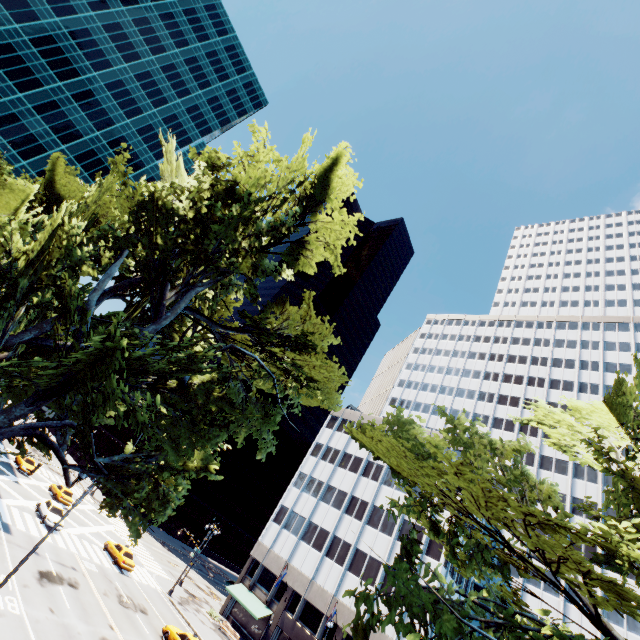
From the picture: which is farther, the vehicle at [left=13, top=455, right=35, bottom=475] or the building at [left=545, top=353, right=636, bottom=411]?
the building at [left=545, top=353, right=636, bottom=411]

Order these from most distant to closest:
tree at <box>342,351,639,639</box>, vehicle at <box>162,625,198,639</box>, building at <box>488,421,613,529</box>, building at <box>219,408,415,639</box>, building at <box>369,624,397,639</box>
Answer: building at <box>488,421,613,529</box> < building at <box>219,408,415,639</box> < building at <box>369,624,397,639</box> < vehicle at <box>162,625,198,639</box> < tree at <box>342,351,639,639</box>

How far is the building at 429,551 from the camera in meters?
36.3

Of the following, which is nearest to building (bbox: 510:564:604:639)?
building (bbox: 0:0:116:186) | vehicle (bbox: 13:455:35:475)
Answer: vehicle (bbox: 13:455:35:475)

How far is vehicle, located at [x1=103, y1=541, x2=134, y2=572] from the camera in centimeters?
3325cm

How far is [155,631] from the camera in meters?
26.4

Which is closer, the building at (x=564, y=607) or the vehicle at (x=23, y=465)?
the building at (x=564, y=607)

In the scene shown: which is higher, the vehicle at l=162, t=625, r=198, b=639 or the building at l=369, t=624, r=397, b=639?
the building at l=369, t=624, r=397, b=639
